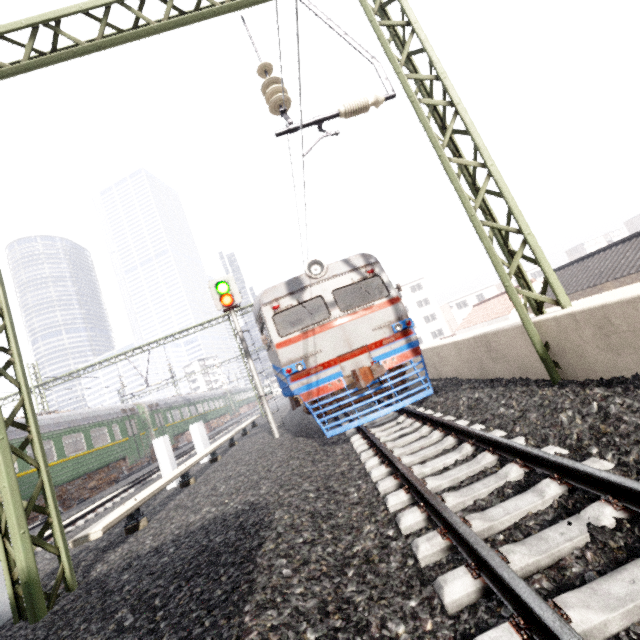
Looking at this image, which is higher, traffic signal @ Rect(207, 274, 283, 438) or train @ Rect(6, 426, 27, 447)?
traffic signal @ Rect(207, 274, 283, 438)

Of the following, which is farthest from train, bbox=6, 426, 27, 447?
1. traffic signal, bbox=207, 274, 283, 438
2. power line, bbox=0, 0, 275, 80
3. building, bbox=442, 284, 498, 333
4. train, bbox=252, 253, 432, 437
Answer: building, bbox=442, 284, 498, 333

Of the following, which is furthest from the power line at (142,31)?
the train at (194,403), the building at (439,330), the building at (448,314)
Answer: the building at (448,314)

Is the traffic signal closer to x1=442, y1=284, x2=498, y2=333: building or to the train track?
the train track

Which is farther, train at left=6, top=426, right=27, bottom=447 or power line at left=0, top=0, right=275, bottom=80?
train at left=6, top=426, right=27, bottom=447

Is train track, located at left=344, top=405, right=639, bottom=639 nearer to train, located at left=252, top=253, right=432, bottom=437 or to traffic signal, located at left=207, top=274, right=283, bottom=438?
train, located at left=252, top=253, right=432, bottom=437

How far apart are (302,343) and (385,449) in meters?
3.5 m

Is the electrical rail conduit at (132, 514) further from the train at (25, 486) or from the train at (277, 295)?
the train at (25, 486)
